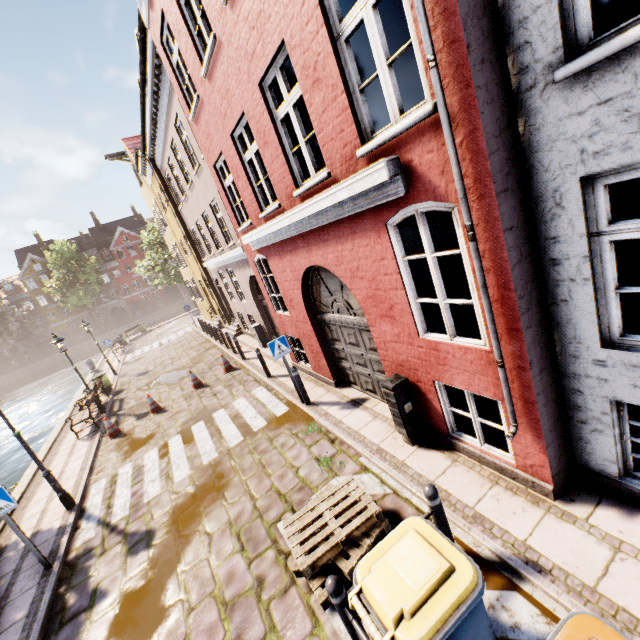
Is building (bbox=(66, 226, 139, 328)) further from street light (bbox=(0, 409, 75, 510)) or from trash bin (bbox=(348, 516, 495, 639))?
trash bin (bbox=(348, 516, 495, 639))

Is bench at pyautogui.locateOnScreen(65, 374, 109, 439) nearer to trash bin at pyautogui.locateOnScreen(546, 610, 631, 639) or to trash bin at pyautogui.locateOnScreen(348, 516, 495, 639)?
trash bin at pyautogui.locateOnScreen(348, 516, 495, 639)

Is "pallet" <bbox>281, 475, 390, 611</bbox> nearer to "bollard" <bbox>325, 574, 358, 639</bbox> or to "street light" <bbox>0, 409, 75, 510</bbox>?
"bollard" <bbox>325, 574, 358, 639</bbox>

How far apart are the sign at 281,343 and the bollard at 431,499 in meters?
4.9

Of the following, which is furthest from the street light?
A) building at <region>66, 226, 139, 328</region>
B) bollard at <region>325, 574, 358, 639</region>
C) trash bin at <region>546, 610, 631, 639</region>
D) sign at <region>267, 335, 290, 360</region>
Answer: building at <region>66, 226, 139, 328</region>

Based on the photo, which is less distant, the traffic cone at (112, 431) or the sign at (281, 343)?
the sign at (281, 343)

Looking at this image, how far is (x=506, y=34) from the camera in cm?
278

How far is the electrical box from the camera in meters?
5.4
